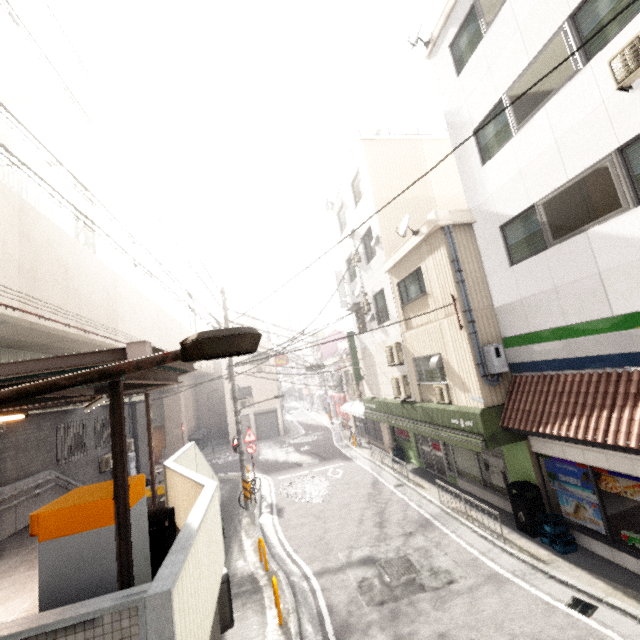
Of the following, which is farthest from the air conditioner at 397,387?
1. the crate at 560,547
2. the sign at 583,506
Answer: the crate at 560,547

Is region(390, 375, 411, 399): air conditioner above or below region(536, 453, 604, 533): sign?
above

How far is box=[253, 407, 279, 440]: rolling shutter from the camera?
30.0 meters

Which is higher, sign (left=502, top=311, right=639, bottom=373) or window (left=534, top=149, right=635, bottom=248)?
window (left=534, top=149, right=635, bottom=248)

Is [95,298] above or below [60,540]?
above

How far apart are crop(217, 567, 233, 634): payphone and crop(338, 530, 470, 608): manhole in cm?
288

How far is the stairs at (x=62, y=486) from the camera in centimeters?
1008cm

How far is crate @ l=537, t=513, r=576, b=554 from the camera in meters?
7.4 m
